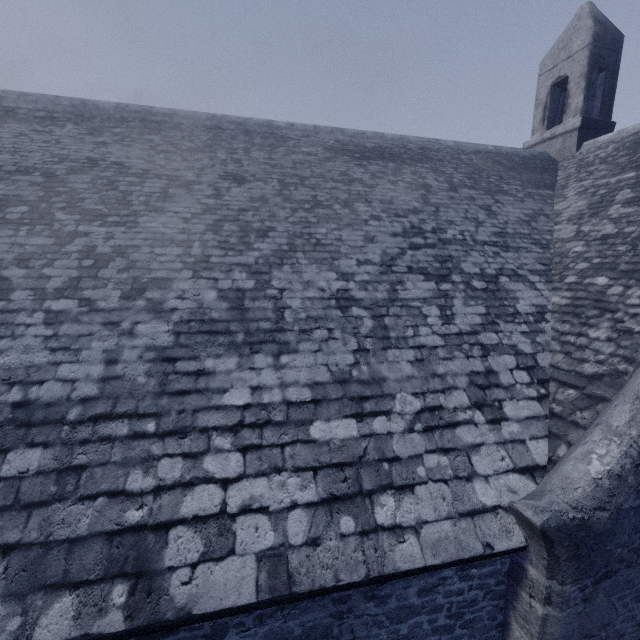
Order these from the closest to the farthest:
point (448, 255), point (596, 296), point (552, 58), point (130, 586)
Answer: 1. point (130, 586)
2. point (596, 296)
3. point (448, 255)
4. point (552, 58)
